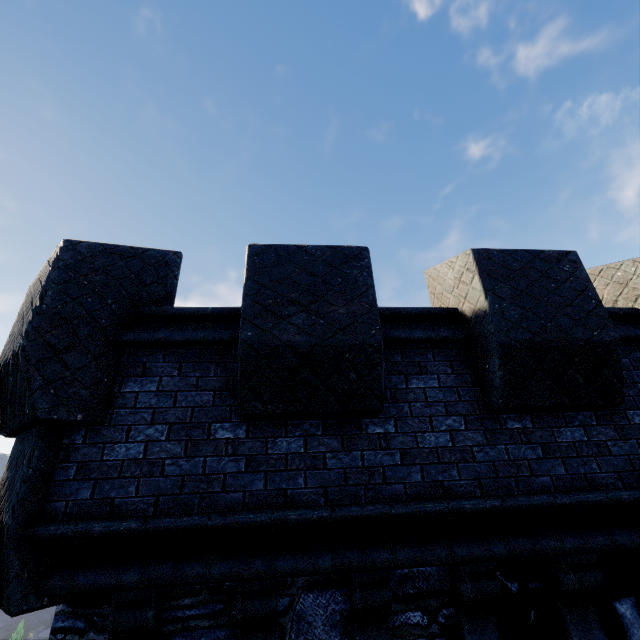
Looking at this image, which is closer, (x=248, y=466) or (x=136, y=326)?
(x=248, y=466)
